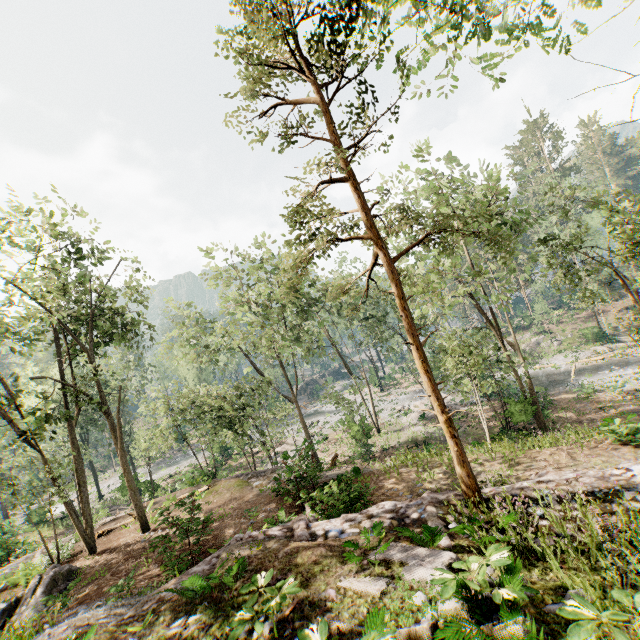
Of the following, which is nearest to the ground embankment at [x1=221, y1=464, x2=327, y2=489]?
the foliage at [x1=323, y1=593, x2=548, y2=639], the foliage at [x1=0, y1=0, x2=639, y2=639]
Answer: the foliage at [x1=0, y1=0, x2=639, y2=639]

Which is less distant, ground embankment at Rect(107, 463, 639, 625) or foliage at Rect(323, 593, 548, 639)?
foliage at Rect(323, 593, 548, 639)

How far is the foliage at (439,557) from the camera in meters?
4.6

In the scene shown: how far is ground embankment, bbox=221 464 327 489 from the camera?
14.4 meters

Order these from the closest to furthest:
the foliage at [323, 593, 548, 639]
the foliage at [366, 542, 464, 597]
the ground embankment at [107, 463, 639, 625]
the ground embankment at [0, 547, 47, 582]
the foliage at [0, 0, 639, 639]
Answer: the foliage at [323, 593, 548, 639]
the foliage at [366, 542, 464, 597]
the ground embankment at [107, 463, 639, 625]
the foliage at [0, 0, 639, 639]
the ground embankment at [0, 547, 47, 582]

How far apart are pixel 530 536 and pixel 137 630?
7.83m

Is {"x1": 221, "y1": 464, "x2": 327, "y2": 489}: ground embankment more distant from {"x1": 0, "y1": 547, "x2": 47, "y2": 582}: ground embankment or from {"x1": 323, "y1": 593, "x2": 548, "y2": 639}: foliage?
{"x1": 323, "y1": 593, "x2": 548, "y2": 639}: foliage

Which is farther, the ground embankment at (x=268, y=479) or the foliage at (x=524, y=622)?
the ground embankment at (x=268, y=479)
